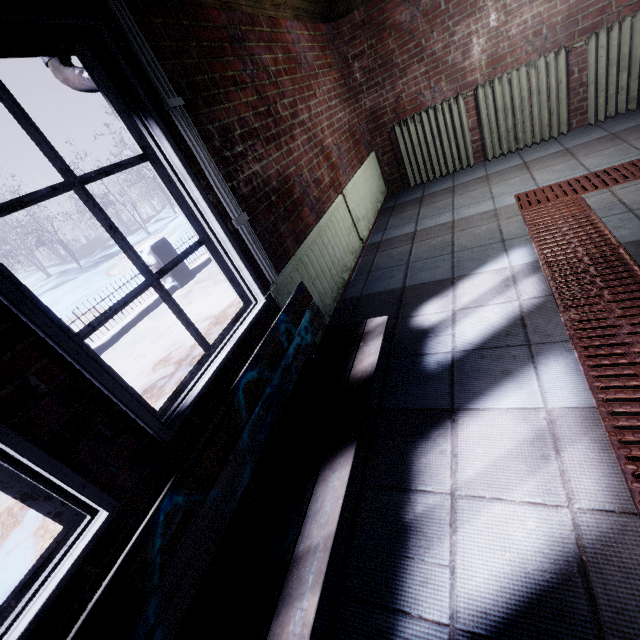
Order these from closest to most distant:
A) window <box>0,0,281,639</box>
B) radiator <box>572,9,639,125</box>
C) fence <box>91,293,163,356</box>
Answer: window <box>0,0,281,639</box> → radiator <box>572,9,639,125</box> → fence <box>91,293,163,356</box>

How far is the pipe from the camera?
1.4 meters

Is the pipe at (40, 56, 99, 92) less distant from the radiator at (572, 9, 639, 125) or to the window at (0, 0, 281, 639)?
the window at (0, 0, 281, 639)

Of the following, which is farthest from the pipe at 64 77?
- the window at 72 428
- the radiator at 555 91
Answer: the radiator at 555 91

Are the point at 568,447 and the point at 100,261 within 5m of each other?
no

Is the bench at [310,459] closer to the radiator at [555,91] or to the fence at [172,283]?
the radiator at [555,91]

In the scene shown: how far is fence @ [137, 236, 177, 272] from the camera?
5.72m

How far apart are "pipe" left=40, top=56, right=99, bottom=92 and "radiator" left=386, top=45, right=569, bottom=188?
→ 3.1m
